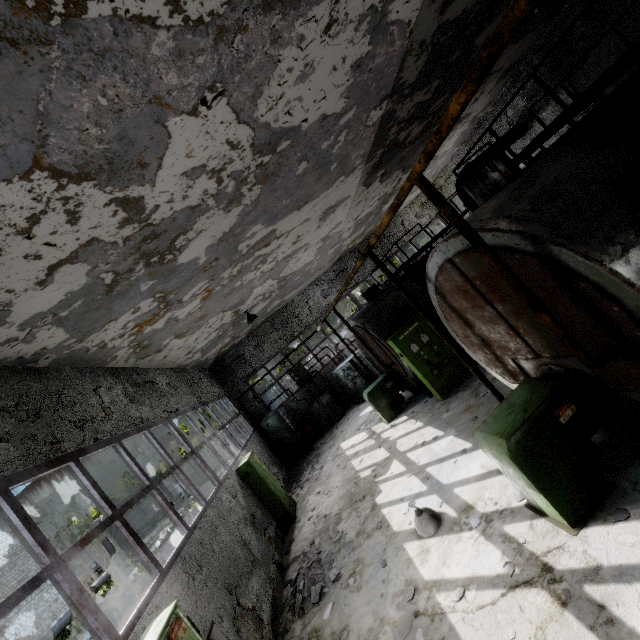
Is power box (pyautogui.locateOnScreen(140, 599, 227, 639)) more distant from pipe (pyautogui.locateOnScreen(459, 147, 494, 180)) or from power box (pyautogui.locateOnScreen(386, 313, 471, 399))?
pipe (pyautogui.locateOnScreen(459, 147, 494, 180))

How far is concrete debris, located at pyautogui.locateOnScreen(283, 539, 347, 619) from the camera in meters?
6.3

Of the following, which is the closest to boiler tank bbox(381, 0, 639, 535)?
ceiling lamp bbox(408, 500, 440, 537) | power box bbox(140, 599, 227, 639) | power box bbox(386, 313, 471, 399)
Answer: ceiling lamp bbox(408, 500, 440, 537)

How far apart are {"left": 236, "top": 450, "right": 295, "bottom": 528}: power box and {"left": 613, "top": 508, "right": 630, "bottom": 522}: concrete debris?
8.84m

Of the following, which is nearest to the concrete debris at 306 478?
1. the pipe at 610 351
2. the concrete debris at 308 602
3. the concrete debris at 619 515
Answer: the concrete debris at 308 602

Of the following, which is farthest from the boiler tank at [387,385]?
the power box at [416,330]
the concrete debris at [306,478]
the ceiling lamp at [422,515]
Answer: the ceiling lamp at [422,515]

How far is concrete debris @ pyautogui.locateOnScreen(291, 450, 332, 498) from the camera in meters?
12.4 m

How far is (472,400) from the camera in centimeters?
849cm
